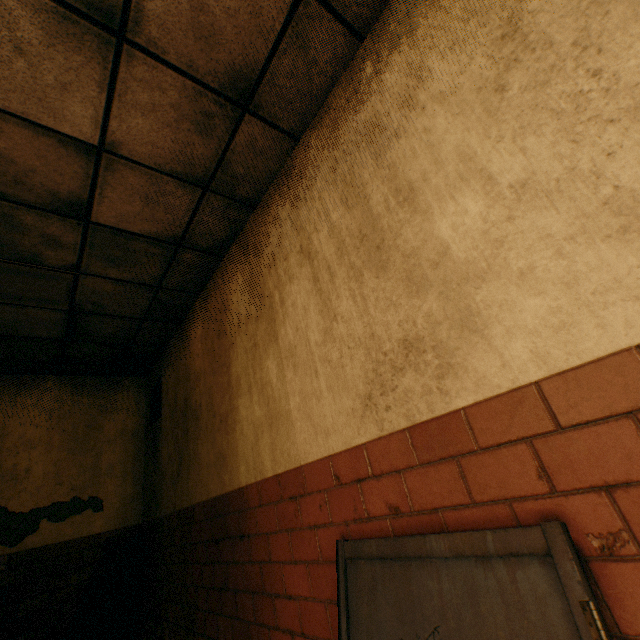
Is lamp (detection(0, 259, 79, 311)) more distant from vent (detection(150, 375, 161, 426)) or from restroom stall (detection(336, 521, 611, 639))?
restroom stall (detection(336, 521, 611, 639))

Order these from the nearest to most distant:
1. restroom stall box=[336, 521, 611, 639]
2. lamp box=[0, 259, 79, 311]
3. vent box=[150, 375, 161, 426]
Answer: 1. restroom stall box=[336, 521, 611, 639]
2. lamp box=[0, 259, 79, 311]
3. vent box=[150, 375, 161, 426]

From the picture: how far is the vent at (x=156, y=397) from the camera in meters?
4.2

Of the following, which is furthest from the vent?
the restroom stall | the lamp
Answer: the restroom stall

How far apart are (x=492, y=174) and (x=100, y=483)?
5.2m

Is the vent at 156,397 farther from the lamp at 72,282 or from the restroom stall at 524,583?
the restroom stall at 524,583

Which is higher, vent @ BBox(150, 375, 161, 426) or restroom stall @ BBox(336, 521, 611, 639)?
vent @ BBox(150, 375, 161, 426)
